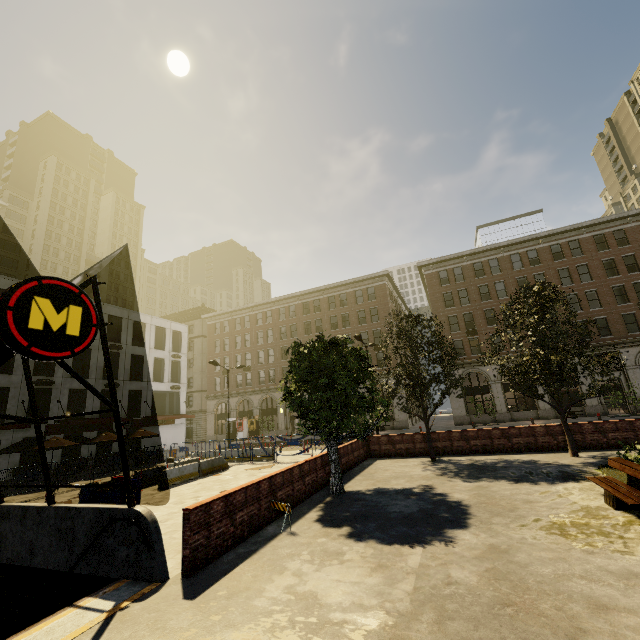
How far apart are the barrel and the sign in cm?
2051

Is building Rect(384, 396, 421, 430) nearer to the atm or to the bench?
the atm

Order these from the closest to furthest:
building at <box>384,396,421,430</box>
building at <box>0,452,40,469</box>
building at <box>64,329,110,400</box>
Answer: building at <box>0,452,40,469</box> < building at <box>64,329,110,400</box> < building at <box>384,396,421,430</box>

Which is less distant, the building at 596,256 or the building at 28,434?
the building at 28,434

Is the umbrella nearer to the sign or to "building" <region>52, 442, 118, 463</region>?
"building" <region>52, 442, 118, 463</region>

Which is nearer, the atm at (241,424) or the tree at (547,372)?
the tree at (547,372)

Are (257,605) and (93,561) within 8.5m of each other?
yes

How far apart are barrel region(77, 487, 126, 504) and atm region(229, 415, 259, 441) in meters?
32.4 m
